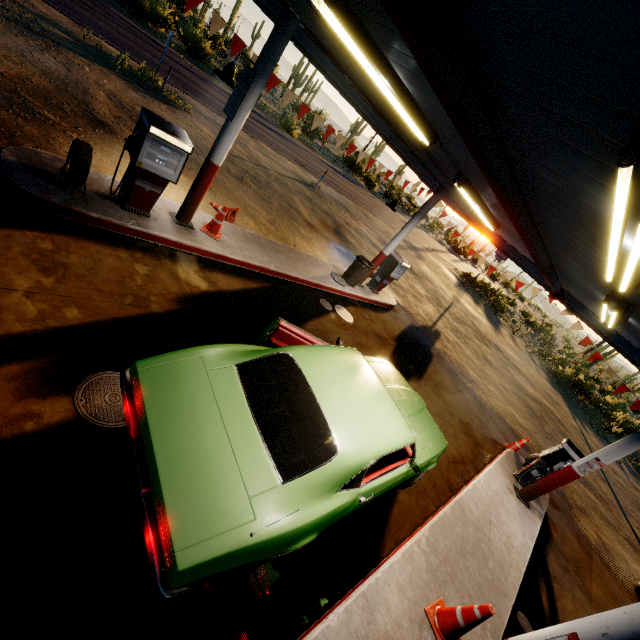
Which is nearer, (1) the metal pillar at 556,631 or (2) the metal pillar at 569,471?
(1) the metal pillar at 556,631

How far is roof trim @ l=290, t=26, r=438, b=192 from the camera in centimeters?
710cm

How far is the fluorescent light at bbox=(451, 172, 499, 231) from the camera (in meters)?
6.71

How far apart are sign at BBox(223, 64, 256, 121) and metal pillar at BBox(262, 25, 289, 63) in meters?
0.0

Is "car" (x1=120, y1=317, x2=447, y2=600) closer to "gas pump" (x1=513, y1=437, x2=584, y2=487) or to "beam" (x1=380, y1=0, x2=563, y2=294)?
"beam" (x1=380, y1=0, x2=563, y2=294)

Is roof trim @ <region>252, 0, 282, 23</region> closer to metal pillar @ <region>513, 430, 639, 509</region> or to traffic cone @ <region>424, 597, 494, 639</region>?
metal pillar @ <region>513, 430, 639, 509</region>

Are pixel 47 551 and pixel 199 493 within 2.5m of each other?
yes

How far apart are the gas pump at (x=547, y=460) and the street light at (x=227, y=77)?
10.0 meters
